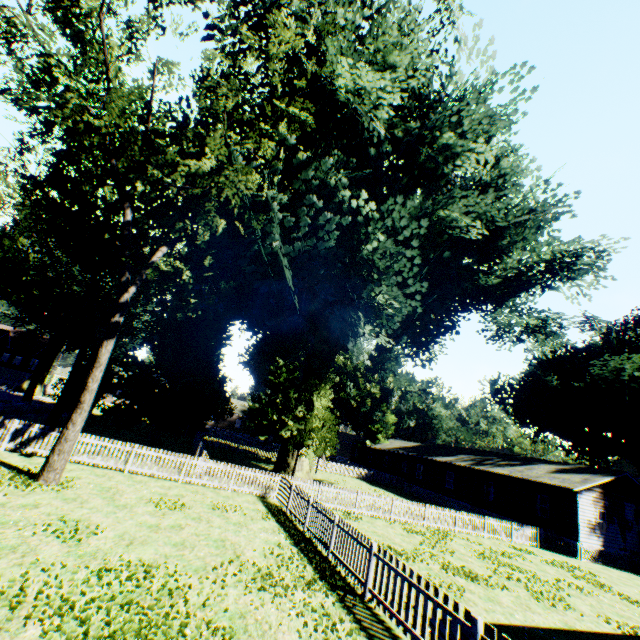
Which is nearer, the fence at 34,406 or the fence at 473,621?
the fence at 473,621

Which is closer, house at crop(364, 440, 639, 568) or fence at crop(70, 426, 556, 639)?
fence at crop(70, 426, 556, 639)

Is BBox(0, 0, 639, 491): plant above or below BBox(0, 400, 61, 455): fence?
above

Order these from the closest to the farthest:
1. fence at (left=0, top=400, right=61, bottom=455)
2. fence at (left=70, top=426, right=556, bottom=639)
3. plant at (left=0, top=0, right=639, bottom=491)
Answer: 1. fence at (left=70, top=426, right=556, bottom=639)
2. plant at (left=0, top=0, right=639, bottom=491)
3. fence at (left=0, top=400, right=61, bottom=455)

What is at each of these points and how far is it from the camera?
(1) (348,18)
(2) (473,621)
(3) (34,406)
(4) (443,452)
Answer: (1) plant, 15.62m
(2) fence, 5.66m
(3) fence, 24.62m
(4) house, 38.38m

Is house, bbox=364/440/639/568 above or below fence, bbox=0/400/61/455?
above

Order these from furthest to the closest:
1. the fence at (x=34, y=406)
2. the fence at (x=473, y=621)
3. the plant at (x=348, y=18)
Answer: the fence at (x=34, y=406), the plant at (x=348, y=18), the fence at (x=473, y=621)
